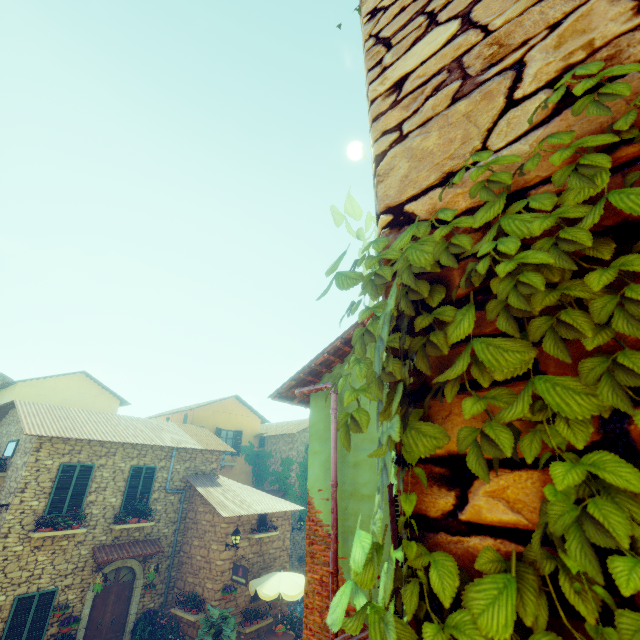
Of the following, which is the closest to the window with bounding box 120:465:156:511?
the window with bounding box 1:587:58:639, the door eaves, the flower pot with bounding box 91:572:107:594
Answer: the door eaves

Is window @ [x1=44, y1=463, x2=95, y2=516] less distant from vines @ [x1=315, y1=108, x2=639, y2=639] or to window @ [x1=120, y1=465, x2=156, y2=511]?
window @ [x1=120, y1=465, x2=156, y2=511]

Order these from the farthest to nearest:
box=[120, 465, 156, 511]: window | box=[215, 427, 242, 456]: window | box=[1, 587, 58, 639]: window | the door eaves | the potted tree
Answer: box=[215, 427, 242, 456]: window
box=[120, 465, 156, 511]: window
the door eaves
the potted tree
box=[1, 587, 58, 639]: window

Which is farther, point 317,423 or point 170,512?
point 170,512

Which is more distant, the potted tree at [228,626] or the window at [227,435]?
the window at [227,435]

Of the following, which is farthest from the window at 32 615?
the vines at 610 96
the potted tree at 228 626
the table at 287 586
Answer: the vines at 610 96

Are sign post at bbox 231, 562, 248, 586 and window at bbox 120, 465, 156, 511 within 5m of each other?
yes

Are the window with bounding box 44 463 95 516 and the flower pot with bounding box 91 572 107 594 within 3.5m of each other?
yes
